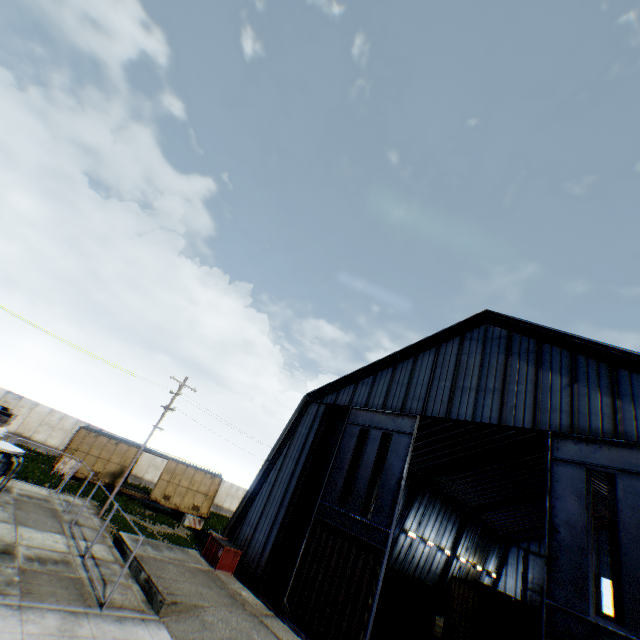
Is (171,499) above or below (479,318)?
below

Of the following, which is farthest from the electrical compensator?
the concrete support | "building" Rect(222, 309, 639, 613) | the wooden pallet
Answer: the wooden pallet

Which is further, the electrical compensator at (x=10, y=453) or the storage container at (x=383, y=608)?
the storage container at (x=383, y=608)

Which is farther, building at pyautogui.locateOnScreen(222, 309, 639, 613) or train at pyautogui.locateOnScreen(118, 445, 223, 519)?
train at pyautogui.locateOnScreen(118, 445, 223, 519)

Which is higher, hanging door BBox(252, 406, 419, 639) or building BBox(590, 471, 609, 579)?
building BBox(590, 471, 609, 579)

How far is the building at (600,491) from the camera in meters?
30.1

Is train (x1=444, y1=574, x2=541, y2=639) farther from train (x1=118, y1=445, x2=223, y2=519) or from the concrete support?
the concrete support

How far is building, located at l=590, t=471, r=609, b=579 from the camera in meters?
30.1 m
